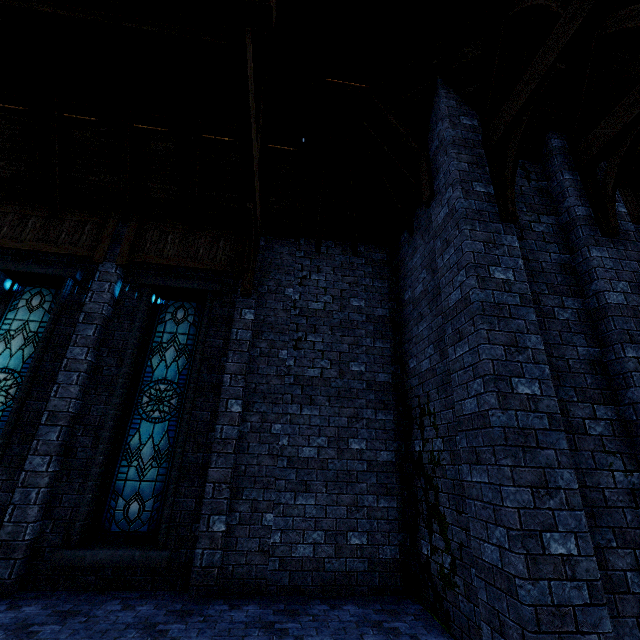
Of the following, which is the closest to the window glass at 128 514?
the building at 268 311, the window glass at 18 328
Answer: the building at 268 311

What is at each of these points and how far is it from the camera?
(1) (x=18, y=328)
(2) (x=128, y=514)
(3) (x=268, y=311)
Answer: (1) window glass, 6.7 meters
(2) window glass, 5.7 meters
(3) building, 7.1 meters

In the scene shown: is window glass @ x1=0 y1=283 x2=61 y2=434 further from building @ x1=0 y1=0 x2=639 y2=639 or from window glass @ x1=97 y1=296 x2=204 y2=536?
window glass @ x1=97 y1=296 x2=204 y2=536

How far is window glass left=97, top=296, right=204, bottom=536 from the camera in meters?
5.7 m

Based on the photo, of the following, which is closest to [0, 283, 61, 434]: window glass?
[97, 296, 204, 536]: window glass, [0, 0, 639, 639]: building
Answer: [0, 0, 639, 639]: building

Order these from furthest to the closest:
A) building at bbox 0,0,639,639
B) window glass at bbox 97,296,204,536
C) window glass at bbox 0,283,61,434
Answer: window glass at bbox 0,283,61,434 < window glass at bbox 97,296,204,536 < building at bbox 0,0,639,639
